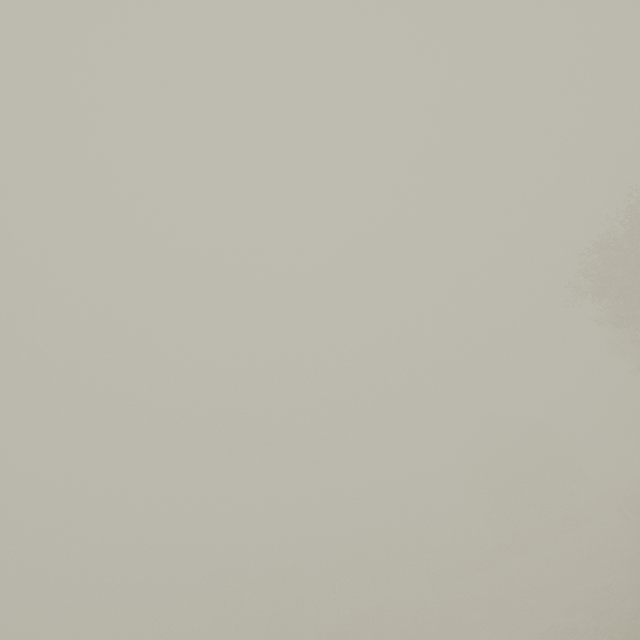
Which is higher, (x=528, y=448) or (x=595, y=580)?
(x=528, y=448)
